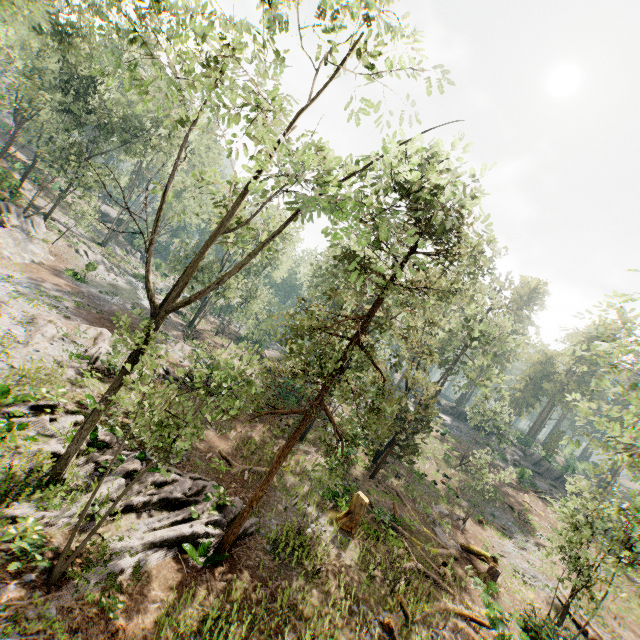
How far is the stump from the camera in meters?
16.3 m

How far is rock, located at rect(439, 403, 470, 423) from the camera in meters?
56.4

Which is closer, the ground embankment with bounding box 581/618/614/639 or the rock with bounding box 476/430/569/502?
the ground embankment with bounding box 581/618/614/639

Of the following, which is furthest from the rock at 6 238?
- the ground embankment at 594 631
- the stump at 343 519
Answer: the ground embankment at 594 631

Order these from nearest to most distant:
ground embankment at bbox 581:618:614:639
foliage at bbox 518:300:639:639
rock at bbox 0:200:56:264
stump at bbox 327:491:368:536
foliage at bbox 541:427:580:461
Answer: foliage at bbox 518:300:639:639
stump at bbox 327:491:368:536
foliage at bbox 541:427:580:461
ground embankment at bbox 581:618:614:639
rock at bbox 0:200:56:264

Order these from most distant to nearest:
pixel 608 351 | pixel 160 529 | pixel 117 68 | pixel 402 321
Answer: pixel 117 68 → pixel 402 321 → pixel 608 351 → pixel 160 529

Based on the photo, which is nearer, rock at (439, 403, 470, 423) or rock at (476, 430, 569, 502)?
rock at (476, 430, 569, 502)

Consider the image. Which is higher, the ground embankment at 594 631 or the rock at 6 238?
the ground embankment at 594 631
